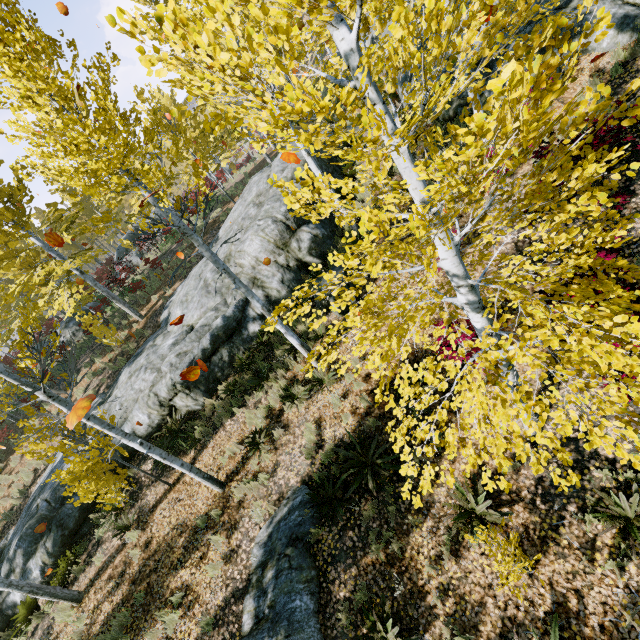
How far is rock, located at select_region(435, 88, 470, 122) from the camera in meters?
10.3 m

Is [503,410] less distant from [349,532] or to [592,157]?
[592,157]

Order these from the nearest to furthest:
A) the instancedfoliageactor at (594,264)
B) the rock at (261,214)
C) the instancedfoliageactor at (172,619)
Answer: the instancedfoliageactor at (594,264) < the instancedfoliageactor at (172,619) < the rock at (261,214)

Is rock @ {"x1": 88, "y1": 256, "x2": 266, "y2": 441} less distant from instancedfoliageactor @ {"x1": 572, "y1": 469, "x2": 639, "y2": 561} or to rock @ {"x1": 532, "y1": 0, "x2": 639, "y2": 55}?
instancedfoliageactor @ {"x1": 572, "y1": 469, "x2": 639, "y2": 561}

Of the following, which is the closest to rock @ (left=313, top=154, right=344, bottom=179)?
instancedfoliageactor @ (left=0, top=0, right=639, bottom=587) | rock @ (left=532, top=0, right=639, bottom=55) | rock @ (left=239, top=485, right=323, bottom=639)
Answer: instancedfoliageactor @ (left=0, top=0, right=639, bottom=587)

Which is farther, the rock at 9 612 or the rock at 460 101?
the rock at 460 101

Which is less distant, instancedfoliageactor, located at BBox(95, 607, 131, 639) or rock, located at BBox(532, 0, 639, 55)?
instancedfoliageactor, located at BBox(95, 607, 131, 639)
